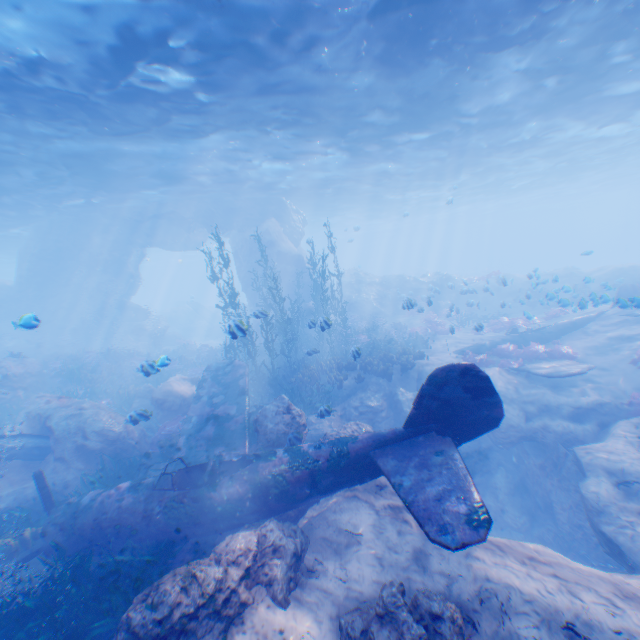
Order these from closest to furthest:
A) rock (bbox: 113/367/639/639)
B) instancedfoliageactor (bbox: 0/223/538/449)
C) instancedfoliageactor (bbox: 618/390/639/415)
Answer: rock (bbox: 113/367/639/639) < instancedfoliageactor (bbox: 618/390/639/415) < instancedfoliageactor (bbox: 0/223/538/449)

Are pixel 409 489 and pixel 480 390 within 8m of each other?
yes

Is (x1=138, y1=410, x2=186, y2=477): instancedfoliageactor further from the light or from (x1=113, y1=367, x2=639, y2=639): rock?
the light

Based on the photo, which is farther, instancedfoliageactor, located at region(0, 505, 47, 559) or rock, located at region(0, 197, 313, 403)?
rock, located at region(0, 197, 313, 403)

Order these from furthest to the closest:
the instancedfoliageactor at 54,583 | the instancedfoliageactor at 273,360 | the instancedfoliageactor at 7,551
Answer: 1. the instancedfoliageactor at 273,360
2. the instancedfoliageactor at 7,551
3. the instancedfoliageactor at 54,583

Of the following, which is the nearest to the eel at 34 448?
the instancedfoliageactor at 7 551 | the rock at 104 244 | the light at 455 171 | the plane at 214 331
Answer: the rock at 104 244

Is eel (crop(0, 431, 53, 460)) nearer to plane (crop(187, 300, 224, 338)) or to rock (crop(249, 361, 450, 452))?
rock (crop(249, 361, 450, 452))

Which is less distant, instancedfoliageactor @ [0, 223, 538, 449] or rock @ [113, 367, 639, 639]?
rock @ [113, 367, 639, 639]
